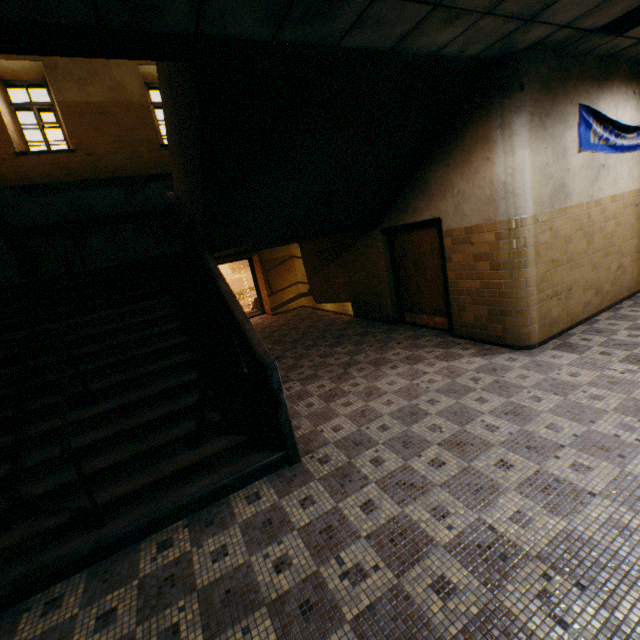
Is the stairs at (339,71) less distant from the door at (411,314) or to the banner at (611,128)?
the door at (411,314)

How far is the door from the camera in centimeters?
605cm

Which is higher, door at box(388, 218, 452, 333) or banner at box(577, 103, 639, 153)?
banner at box(577, 103, 639, 153)

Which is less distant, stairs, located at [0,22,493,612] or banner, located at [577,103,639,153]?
stairs, located at [0,22,493,612]

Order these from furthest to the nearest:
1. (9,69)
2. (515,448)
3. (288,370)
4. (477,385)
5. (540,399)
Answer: (9,69) < (288,370) < (477,385) < (540,399) < (515,448)

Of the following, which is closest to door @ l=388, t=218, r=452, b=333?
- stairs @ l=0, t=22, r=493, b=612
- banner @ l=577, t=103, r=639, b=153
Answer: stairs @ l=0, t=22, r=493, b=612

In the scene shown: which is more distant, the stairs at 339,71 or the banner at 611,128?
the banner at 611,128

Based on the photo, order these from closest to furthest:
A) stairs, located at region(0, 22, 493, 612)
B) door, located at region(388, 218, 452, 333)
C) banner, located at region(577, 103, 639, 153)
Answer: stairs, located at region(0, 22, 493, 612), banner, located at region(577, 103, 639, 153), door, located at region(388, 218, 452, 333)
